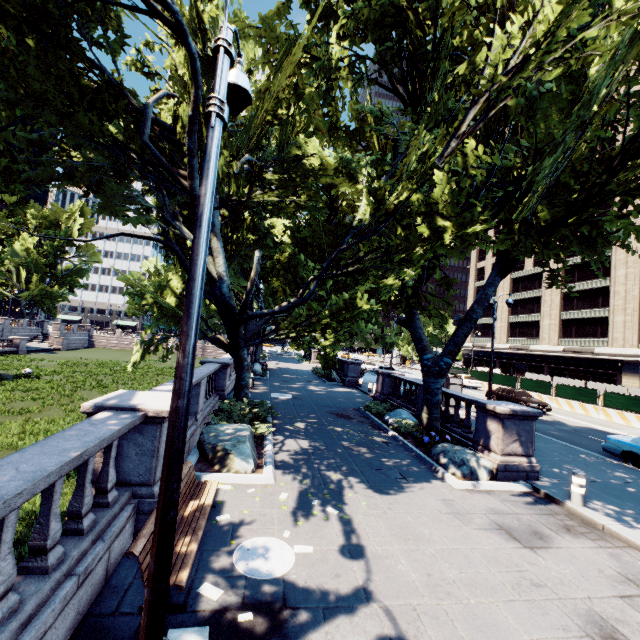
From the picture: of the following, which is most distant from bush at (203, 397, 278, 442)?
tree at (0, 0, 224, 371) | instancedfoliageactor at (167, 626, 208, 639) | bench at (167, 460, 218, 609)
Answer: instancedfoliageactor at (167, 626, 208, 639)

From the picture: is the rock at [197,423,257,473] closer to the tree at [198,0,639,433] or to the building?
the tree at [198,0,639,433]

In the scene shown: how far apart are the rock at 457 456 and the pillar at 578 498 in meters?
1.8 m

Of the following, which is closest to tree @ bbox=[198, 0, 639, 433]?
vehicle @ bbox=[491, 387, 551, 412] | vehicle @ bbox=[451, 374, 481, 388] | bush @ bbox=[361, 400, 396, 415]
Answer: bush @ bbox=[361, 400, 396, 415]

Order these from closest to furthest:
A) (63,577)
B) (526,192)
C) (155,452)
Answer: (63,577) < (155,452) < (526,192)

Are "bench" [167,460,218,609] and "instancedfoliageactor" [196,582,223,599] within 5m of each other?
yes

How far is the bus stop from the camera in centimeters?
2148cm

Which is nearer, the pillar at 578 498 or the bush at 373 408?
the pillar at 578 498
